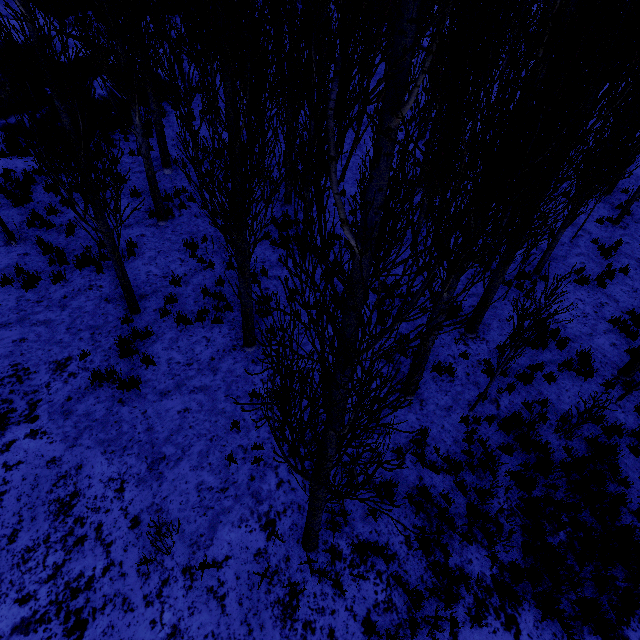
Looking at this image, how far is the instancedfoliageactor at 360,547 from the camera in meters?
5.5 m

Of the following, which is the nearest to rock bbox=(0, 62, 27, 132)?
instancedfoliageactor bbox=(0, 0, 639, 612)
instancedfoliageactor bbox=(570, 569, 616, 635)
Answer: instancedfoliageactor bbox=(0, 0, 639, 612)

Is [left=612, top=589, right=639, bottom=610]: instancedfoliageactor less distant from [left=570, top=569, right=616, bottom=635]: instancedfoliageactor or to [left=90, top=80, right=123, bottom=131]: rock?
[left=90, top=80, right=123, bottom=131]: rock

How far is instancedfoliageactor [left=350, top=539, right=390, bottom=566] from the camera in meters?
5.5

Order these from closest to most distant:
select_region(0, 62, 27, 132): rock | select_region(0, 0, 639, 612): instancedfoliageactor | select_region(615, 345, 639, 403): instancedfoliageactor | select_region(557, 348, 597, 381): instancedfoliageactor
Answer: select_region(0, 0, 639, 612): instancedfoliageactor, select_region(615, 345, 639, 403): instancedfoliageactor, select_region(557, 348, 597, 381): instancedfoliageactor, select_region(0, 62, 27, 132): rock

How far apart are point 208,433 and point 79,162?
5.9 meters
